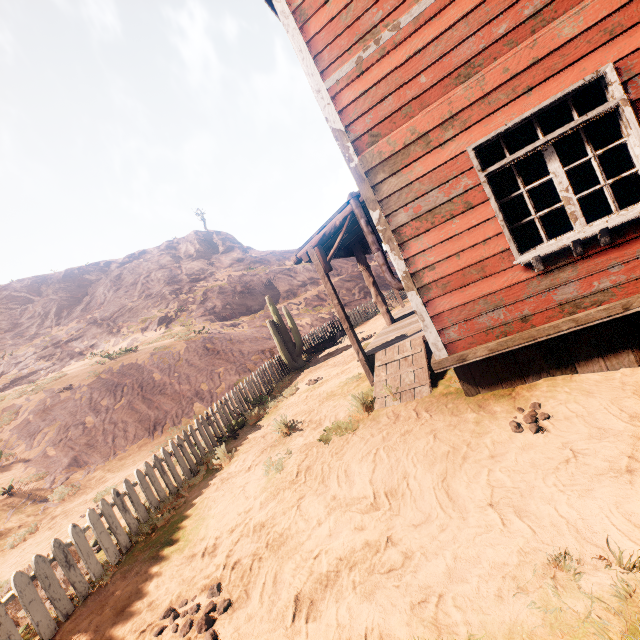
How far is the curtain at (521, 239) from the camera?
3.9 meters

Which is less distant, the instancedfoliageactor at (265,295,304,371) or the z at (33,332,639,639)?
the z at (33,332,639,639)

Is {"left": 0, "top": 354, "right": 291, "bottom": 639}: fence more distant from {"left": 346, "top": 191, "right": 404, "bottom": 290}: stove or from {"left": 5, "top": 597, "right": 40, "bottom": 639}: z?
{"left": 346, "top": 191, "right": 404, "bottom": 290}: stove

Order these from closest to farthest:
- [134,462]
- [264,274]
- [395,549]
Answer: [395,549] < [134,462] < [264,274]

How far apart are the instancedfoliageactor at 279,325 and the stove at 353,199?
7.92m

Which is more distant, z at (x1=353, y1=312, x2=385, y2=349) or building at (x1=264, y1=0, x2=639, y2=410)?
z at (x1=353, y1=312, x2=385, y2=349)

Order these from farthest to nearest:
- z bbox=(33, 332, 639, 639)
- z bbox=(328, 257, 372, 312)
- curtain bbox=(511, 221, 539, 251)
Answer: z bbox=(328, 257, 372, 312) → curtain bbox=(511, 221, 539, 251) → z bbox=(33, 332, 639, 639)

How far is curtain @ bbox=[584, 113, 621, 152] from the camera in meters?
3.4 m
